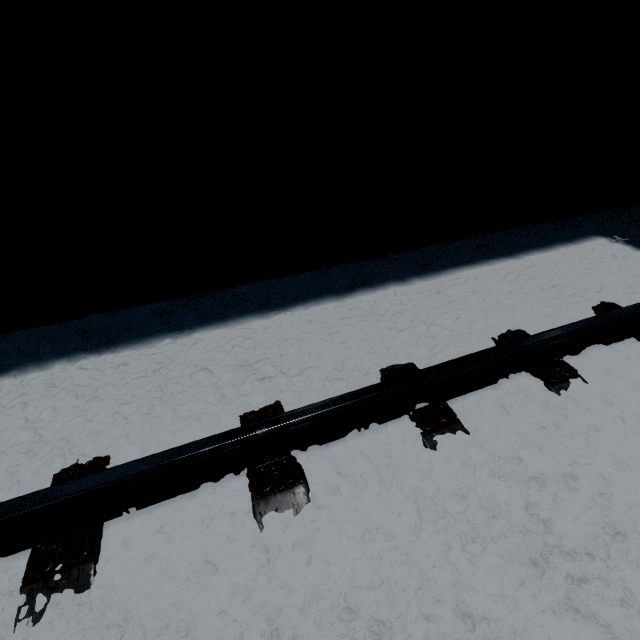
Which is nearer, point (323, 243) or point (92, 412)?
point (92, 412)
